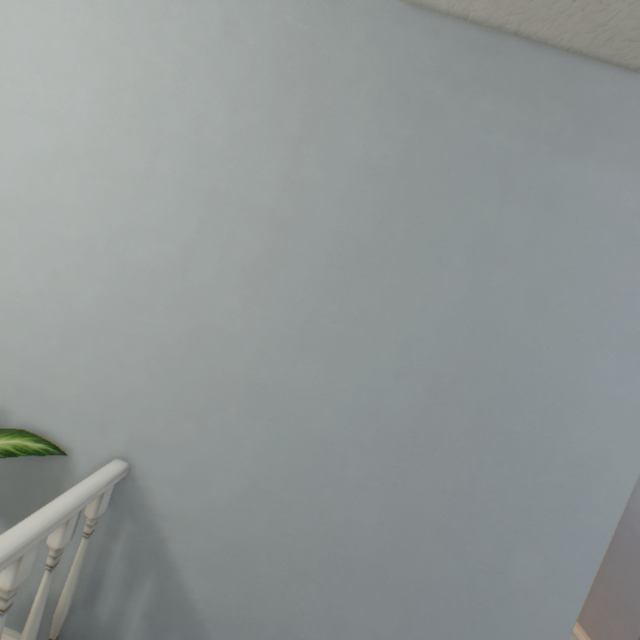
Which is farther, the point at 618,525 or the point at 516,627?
the point at 618,525
